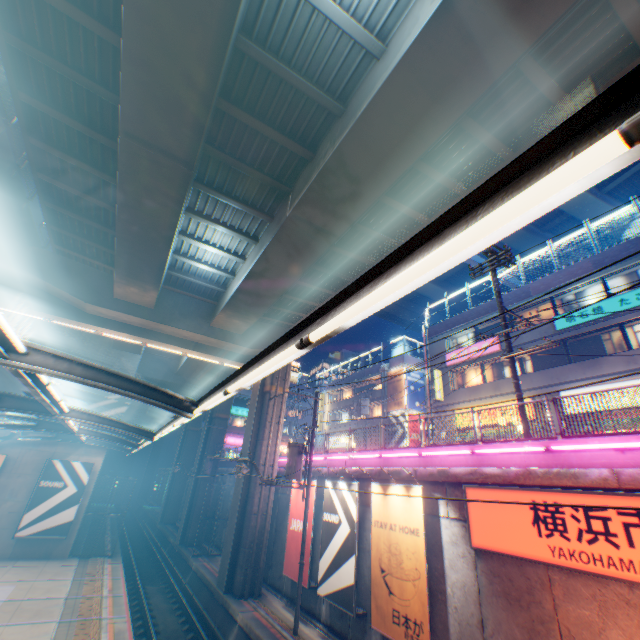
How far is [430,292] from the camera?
44.09m

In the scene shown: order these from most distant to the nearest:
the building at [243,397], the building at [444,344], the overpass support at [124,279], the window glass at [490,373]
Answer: the building at [243,397], the building at [444,344], the window glass at [490,373], the overpass support at [124,279]

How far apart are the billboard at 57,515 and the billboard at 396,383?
25.4 meters

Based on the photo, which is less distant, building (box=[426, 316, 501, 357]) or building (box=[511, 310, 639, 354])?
building (box=[511, 310, 639, 354])

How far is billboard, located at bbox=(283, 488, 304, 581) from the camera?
15.7m

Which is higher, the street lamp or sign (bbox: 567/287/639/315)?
sign (bbox: 567/287/639/315)

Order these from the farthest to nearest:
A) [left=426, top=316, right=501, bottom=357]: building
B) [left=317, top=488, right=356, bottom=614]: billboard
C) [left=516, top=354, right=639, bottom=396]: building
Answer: [left=426, top=316, right=501, bottom=357]: building
[left=516, top=354, right=639, bottom=396]: building
[left=317, top=488, right=356, bottom=614]: billboard

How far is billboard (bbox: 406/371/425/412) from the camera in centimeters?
3241cm
